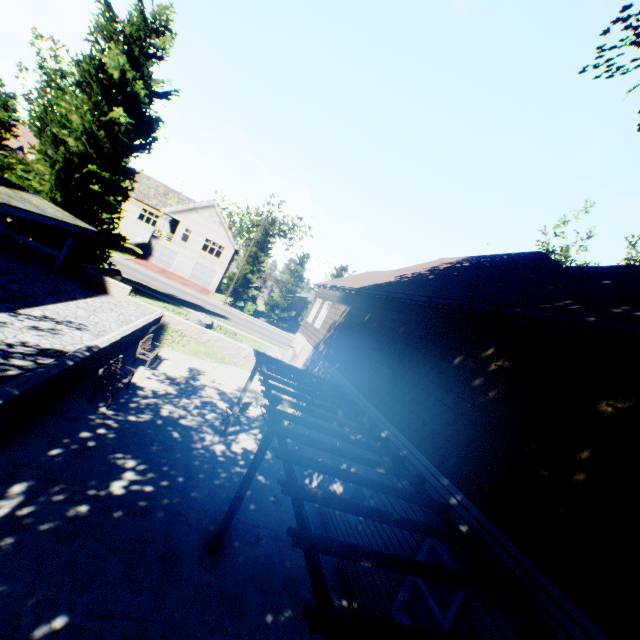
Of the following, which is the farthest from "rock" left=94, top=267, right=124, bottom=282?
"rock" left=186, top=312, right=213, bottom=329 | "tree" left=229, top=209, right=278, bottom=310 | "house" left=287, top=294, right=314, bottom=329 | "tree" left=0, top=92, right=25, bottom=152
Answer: "house" left=287, top=294, right=314, bottom=329

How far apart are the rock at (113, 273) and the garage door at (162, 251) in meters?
23.1 m

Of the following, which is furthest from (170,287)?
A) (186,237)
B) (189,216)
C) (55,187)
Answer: (186,237)

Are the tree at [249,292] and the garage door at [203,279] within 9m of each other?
yes

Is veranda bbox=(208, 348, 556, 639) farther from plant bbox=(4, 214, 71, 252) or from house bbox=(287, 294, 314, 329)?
house bbox=(287, 294, 314, 329)

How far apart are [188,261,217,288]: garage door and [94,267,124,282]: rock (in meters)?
23.14

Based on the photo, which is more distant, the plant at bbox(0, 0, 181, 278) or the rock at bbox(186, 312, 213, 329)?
the rock at bbox(186, 312, 213, 329)

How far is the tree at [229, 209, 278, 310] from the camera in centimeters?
4000cm
